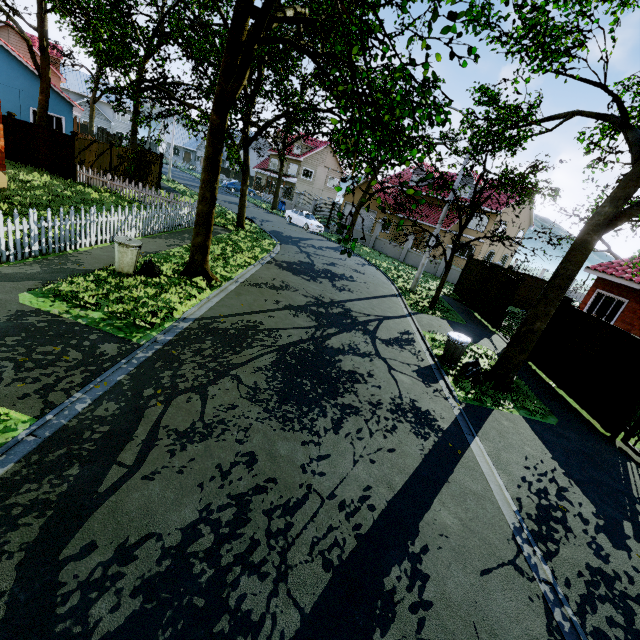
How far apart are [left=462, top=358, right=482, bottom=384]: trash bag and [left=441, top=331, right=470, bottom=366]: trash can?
0.2m

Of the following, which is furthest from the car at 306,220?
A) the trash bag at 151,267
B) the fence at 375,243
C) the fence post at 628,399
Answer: the fence post at 628,399

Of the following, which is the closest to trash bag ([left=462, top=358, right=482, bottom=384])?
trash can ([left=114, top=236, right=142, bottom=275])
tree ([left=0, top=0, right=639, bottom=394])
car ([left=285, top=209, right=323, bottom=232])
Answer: tree ([left=0, top=0, right=639, bottom=394])

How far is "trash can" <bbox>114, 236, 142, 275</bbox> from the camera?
8.4m

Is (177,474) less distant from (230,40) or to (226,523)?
(226,523)

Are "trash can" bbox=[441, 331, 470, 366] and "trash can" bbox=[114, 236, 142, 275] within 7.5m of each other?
no

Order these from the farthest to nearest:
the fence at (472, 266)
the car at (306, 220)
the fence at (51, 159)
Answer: the car at (306, 220) → the fence at (472, 266) → the fence at (51, 159)

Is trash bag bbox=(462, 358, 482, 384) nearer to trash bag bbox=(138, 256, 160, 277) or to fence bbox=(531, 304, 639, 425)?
fence bbox=(531, 304, 639, 425)
